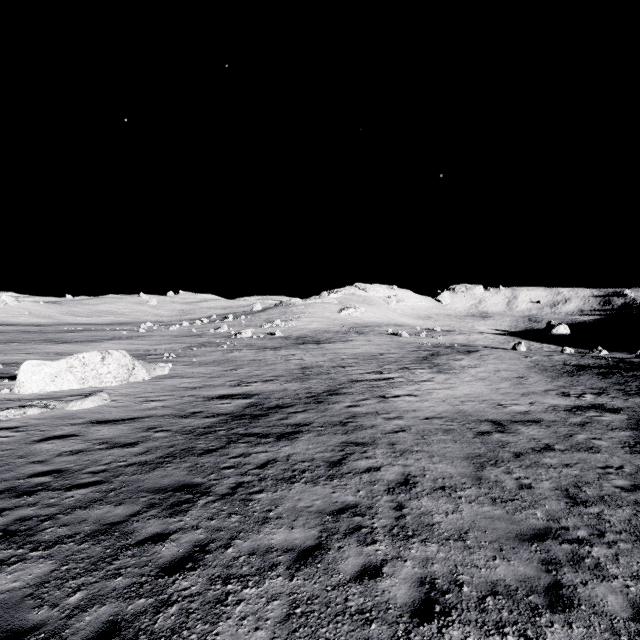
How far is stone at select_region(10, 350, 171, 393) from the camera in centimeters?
1720cm

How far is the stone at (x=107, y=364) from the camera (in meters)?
17.20

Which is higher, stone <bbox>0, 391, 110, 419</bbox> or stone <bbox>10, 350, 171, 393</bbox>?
stone <bbox>10, 350, 171, 393</bbox>

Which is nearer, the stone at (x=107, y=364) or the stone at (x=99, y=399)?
the stone at (x=99, y=399)

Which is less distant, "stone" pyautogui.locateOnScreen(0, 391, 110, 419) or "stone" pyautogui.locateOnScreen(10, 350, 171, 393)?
"stone" pyautogui.locateOnScreen(0, 391, 110, 419)

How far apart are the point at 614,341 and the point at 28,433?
78.07m
